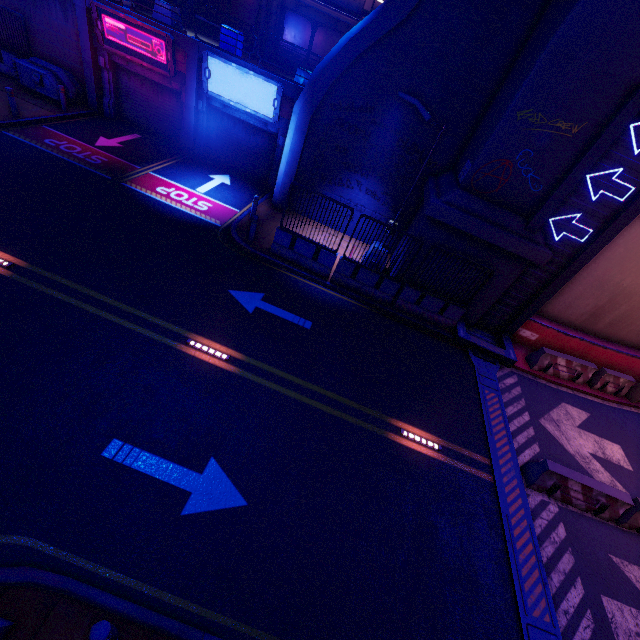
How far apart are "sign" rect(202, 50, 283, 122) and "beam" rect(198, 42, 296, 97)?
0.1m

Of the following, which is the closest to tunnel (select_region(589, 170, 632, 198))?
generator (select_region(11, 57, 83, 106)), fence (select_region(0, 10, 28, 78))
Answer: generator (select_region(11, 57, 83, 106))

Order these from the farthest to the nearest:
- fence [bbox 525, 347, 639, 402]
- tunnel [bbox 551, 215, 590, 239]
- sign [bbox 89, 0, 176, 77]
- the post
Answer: sign [bbox 89, 0, 176, 77], fence [bbox 525, 347, 639, 402], tunnel [bbox 551, 215, 590, 239], the post

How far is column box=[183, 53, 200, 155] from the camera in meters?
14.4

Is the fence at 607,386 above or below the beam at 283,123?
below

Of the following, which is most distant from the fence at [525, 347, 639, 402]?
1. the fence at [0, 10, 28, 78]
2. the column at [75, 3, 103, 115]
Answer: the fence at [0, 10, 28, 78]

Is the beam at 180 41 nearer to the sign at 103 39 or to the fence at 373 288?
the sign at 103 39

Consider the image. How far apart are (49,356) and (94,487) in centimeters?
326cm
